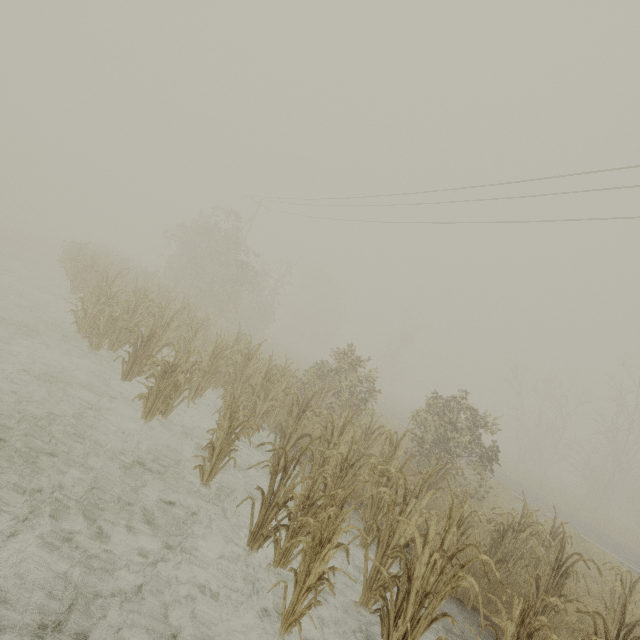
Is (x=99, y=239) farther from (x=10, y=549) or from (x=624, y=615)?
(x=624, y=615)
